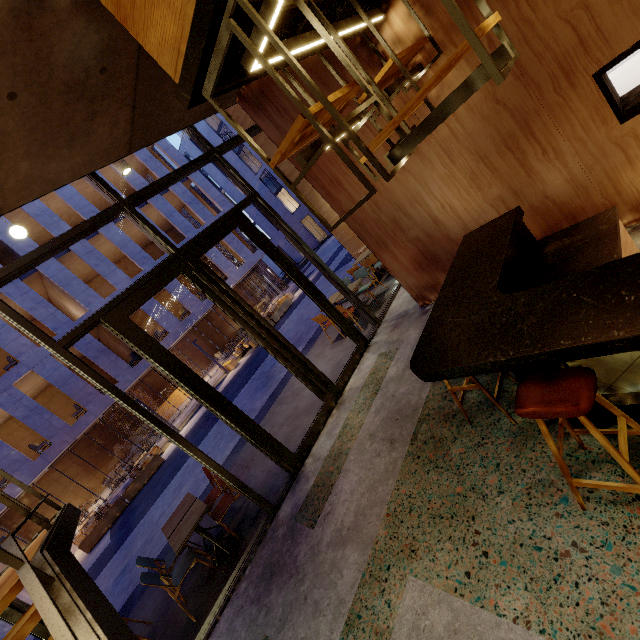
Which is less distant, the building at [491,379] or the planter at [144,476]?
the building at [491,379]

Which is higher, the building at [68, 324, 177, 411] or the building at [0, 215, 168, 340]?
the building at [0, 215, 168, 340]

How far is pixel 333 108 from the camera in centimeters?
177cm

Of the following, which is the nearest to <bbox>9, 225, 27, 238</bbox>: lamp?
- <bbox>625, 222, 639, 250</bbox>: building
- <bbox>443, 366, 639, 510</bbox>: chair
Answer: <bbox>625, 222, 639, 250</bbox>: building

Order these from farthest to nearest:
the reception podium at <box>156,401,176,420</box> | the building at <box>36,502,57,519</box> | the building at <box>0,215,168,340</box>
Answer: the reception podium at <box>156,401,176,420</box> → the building at <box>36,502,57,519</box> → the building at <box>0,215,168,340</box>

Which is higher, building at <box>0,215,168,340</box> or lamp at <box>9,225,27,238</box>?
building at <box>0,215,168,340</box>

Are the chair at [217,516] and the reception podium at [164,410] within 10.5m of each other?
no

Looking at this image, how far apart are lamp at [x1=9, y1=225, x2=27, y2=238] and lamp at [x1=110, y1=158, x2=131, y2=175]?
1.97m
